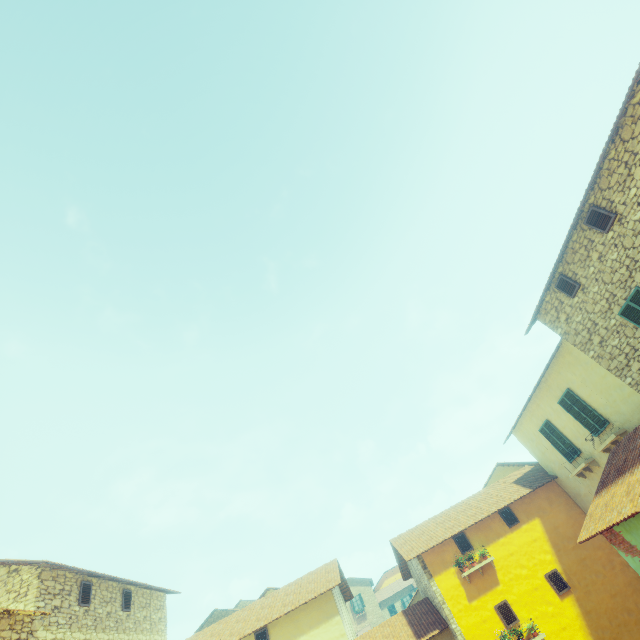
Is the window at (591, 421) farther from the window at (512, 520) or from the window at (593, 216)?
the window at (593, 216)

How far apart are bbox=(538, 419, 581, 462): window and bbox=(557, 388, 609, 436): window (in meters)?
1.38

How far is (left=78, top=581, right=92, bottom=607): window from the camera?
11.0 meters

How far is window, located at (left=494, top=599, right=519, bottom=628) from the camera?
12.36m

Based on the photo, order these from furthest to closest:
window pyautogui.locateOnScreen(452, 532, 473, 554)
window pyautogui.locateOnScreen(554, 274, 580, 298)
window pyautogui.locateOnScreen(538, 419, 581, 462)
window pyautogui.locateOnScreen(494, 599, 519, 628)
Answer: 1. window pyautogui.locateOnScreen(452, 532, 473, 554)
2. window pyautogui.locateOnScreen(538, 419, 581, 462)
3. window pyautogui.locateOnScreen(494, 599, 519, 628)
4. window pyautogui.locateOnScreen(554, 274, 580, 298)

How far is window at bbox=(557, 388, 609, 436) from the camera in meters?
11.8 m

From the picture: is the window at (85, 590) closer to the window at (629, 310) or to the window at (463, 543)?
the window at (463, 543)

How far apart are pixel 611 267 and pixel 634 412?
5.00m
